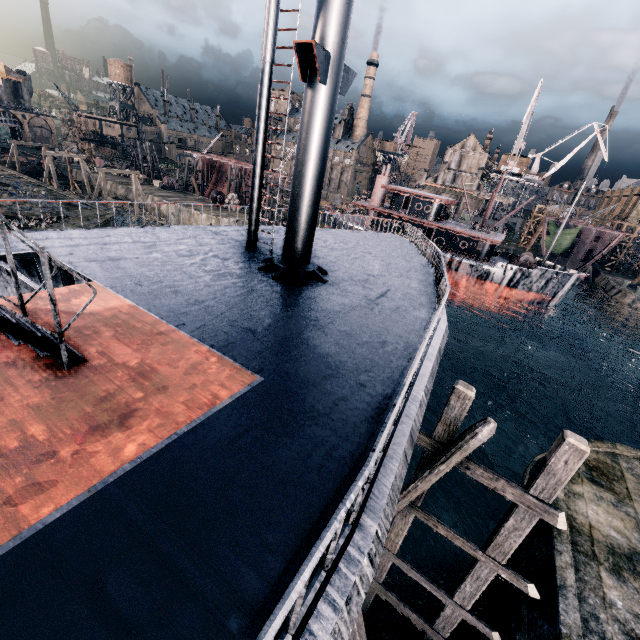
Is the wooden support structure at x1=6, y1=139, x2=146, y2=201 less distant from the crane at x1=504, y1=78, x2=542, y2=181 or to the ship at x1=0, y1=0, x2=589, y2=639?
the ship at x1=0, y1=0, x2=589, y2=639

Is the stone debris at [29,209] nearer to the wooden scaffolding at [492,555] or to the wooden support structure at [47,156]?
the wooden support structure at [47,156]

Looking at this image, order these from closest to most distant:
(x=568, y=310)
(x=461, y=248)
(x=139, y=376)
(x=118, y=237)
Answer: (x=139, y=376) → (x=118, y=237) → (x=461, y=248) → (x=568, y=310)

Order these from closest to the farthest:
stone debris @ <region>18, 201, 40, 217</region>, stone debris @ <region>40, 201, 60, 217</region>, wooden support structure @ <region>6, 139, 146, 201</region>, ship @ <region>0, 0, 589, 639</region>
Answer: ship @ <region>0, 0, 589, 639</region>, stone debris @ <region>18, 201, 40, 217</region>, stone debris @ <region>40, 201, 60, 217</region>, wooden support structure @ <region>6, 139, 146, 201</region>

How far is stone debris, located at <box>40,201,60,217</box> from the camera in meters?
33.9 m

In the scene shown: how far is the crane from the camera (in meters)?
47.48

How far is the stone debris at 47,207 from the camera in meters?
33.9 m
